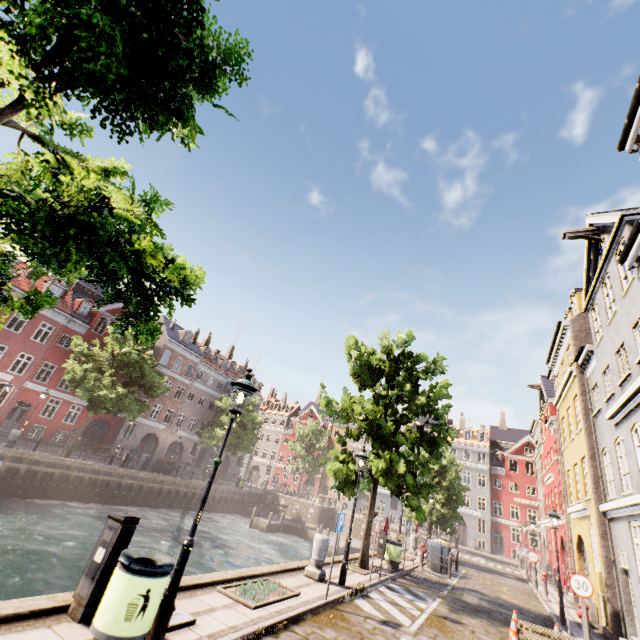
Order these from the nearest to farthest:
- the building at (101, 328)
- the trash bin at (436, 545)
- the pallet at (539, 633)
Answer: the pallet at (539, 633)
the trash bin at (436, 545)
the building at (101, 328)

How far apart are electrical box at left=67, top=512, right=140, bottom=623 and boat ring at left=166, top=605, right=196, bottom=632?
0.3 meters

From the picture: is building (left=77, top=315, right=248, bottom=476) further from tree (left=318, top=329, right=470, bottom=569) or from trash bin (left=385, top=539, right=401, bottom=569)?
trash bin (left=385, top=539, right=401, bottom=569)

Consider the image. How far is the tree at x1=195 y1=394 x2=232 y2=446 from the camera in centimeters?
3519cm

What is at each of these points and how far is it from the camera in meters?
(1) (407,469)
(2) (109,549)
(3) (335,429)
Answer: (1) tree, 12.4 m
(2) electrical box, 4.7 m
(3) building, 59.8 m

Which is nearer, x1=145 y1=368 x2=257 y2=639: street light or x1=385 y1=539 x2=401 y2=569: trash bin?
x1=145 y1=368 x2=257 y2=639: street light

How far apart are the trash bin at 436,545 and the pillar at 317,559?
12.3m

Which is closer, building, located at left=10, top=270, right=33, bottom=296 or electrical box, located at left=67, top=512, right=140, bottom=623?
electrical box, located at left=67, top=512, right=140, bottom=623
